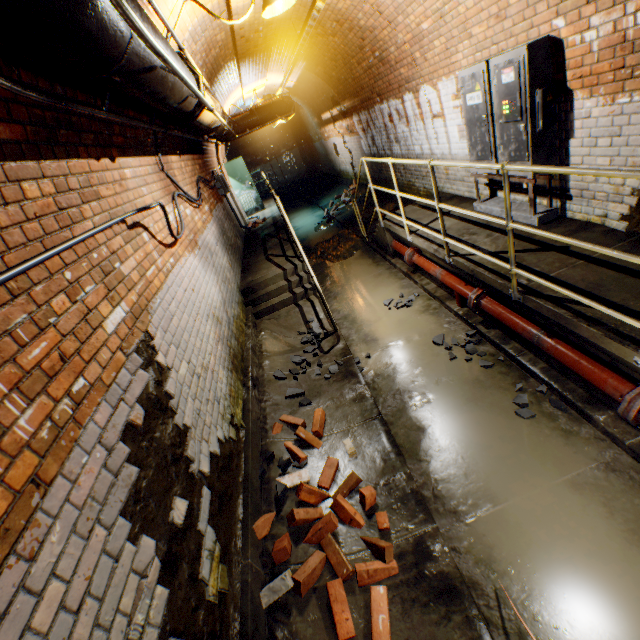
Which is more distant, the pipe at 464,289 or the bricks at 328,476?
the pipe at 464,289

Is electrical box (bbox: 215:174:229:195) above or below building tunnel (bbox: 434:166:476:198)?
above

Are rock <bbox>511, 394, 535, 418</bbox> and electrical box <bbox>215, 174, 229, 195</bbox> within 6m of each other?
no

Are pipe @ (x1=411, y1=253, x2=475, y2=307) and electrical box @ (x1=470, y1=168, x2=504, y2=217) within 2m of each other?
yes

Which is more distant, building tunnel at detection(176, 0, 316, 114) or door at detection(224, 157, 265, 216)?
door at detection(224, 157, 265, 216)

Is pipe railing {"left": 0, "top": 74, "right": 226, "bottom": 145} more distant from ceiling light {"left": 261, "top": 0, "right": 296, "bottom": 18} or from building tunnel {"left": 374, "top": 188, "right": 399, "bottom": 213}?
ceiling light {"left": 261, "top": 0, "right": 296, "bottom": 18}

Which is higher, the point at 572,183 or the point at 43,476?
the point at 43,476

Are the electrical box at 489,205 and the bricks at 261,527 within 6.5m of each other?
yes
